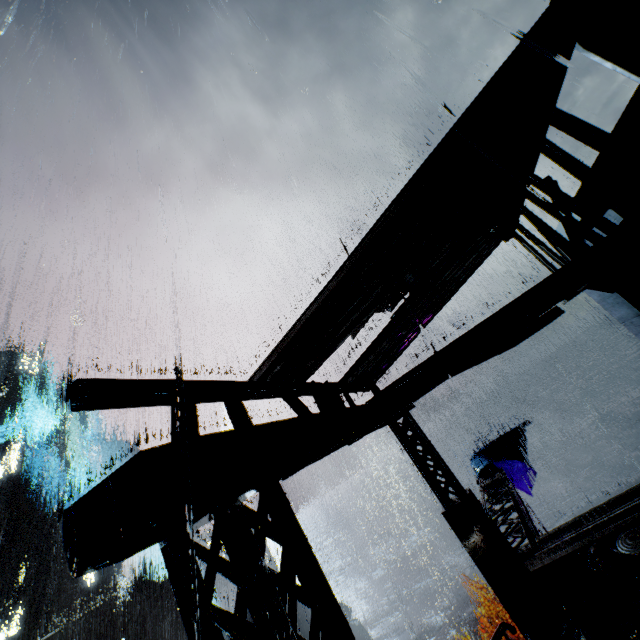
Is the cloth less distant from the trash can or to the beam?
the beam

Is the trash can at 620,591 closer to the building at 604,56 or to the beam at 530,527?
the building at 604,56

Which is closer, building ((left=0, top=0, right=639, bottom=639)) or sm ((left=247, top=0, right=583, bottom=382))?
building ((left=0, top=0, right=639, bottom=639))

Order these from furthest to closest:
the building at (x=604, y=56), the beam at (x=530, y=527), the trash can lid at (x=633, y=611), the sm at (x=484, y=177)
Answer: the beam at (x=530, y=527)
the trash can lid at (x=633, y=611)
the sm at (x=484, y=177)
the building at (x=604, y=56)

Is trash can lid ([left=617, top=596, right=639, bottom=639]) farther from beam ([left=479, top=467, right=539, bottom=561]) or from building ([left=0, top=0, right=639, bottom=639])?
beam ([left=479, top=467, right=539, bottom=561])

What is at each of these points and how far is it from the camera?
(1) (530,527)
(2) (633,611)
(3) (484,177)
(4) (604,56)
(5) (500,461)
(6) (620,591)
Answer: (1) beam, 9.52m
(2) trash can lid, 6.15m
(3) sm, 5.51m
(4) building, 4.40m
(5) cloth, 16.61m
(6) trash can, 6.42m

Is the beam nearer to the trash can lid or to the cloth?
the cloth
